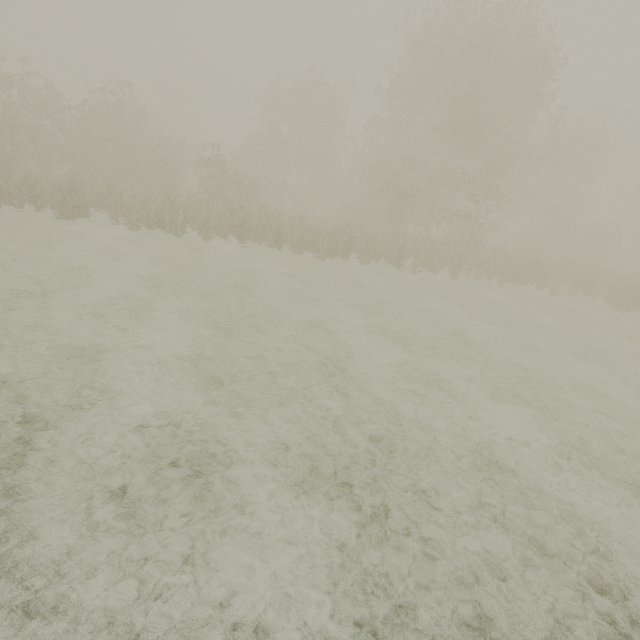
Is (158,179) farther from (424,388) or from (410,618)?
(410,618)
